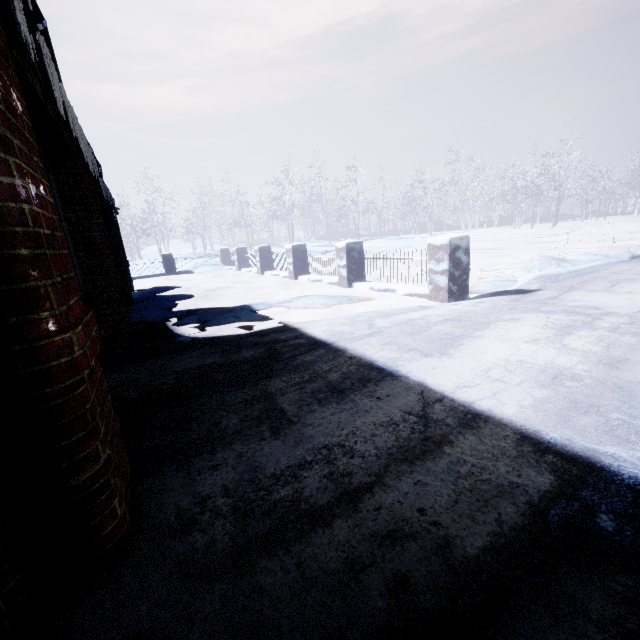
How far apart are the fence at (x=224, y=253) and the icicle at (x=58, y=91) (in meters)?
11.97

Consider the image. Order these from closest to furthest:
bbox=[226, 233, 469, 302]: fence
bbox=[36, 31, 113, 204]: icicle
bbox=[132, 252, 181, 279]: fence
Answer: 1. bbox=[36, 31, 113, 204]: icicle
2. bbox=[226, 233, 469, 302]: fence
3. bbox=[132, 252, 181, 279]: fence

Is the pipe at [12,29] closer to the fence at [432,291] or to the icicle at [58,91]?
the icicle at [58,91]

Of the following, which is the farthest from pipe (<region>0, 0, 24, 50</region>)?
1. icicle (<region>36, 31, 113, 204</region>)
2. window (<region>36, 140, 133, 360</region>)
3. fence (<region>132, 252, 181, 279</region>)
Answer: fence (<region>132, 252, 181, 279</region>)

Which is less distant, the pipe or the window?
the pipe

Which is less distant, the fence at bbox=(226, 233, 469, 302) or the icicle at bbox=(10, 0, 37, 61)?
the icicle at bbox=(10, 0, 37, 61)

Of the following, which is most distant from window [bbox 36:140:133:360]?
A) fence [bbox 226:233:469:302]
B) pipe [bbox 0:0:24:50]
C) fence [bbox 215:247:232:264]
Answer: fence [bbox 215:247:232:264]

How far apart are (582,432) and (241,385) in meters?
2.1 m
